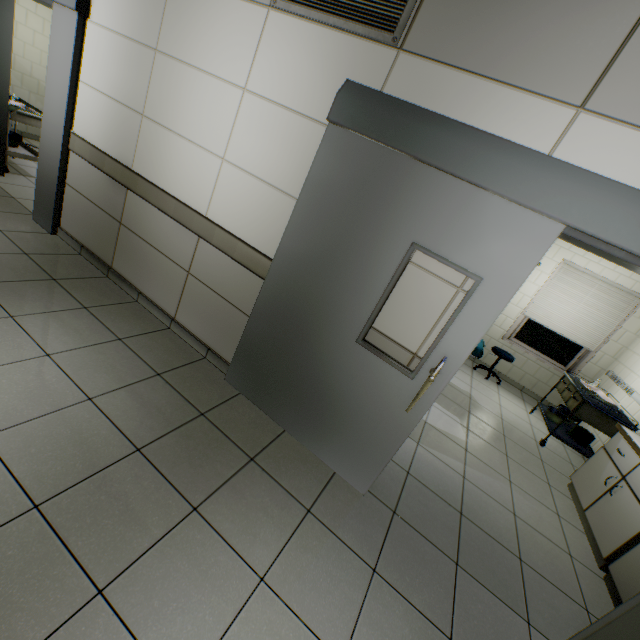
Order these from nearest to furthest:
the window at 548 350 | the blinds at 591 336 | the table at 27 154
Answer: the table at 27 154 < the blinds at 591 336 < the window at 548 350

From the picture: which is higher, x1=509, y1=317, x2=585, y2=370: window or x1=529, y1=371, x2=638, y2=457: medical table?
x1=509, y1=317, x2=585, y2=370: window

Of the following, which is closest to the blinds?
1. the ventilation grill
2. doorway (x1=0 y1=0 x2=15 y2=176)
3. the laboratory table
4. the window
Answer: the window

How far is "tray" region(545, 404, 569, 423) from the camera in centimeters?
468cm

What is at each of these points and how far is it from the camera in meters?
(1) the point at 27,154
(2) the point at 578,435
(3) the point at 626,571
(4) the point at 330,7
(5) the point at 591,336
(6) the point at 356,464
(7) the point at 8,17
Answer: A:
(1) table, 4.8 m
(2) sterile container, 4.4 m
(3) cabinet, 2.5 m
(4) ventilation grill, 2.0 m
(5) blinds, 5.6 m
(6) doorway, 2.3 m
(7) doorway, 3.7 m

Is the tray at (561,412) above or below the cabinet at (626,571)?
above

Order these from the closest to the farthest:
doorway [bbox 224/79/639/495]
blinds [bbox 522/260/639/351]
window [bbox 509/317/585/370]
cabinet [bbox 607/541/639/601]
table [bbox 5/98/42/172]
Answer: doorway [bbox 224/79/639/495]
cabinet [bbox 607/541/639/601]
table [bbox 5/98/42/172]
blinds [bbox 522/260/639/351]
window [bbox 509/317/585/370]

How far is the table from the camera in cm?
427
